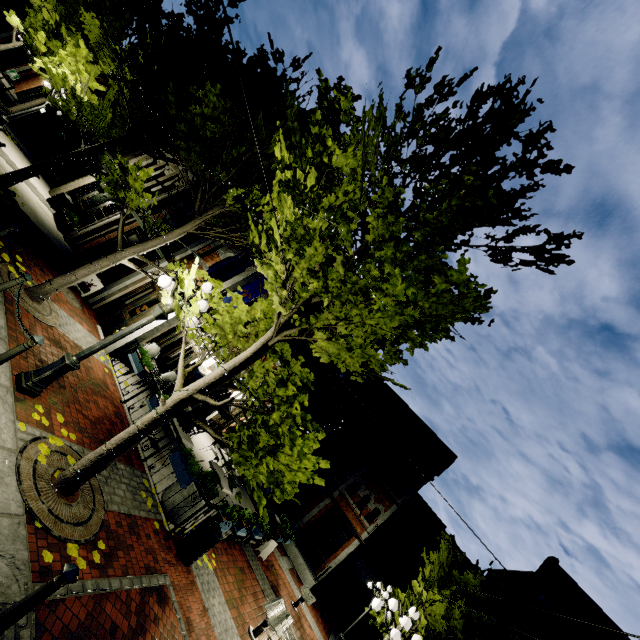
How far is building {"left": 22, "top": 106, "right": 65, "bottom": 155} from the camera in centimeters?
2172cm

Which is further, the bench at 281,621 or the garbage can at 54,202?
the garbage can at 54,202

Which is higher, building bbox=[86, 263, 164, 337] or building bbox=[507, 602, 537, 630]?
building bbox=[507, 602, 537, 630]

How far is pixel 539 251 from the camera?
4.96m

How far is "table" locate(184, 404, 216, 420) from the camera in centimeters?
987cm

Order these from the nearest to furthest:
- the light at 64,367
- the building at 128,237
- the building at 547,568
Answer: the light at 64,367, the building at 128,237, the building at 547,568

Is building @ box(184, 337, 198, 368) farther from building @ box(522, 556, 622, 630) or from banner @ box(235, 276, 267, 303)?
building @ box(522, 556, 622, 630)
